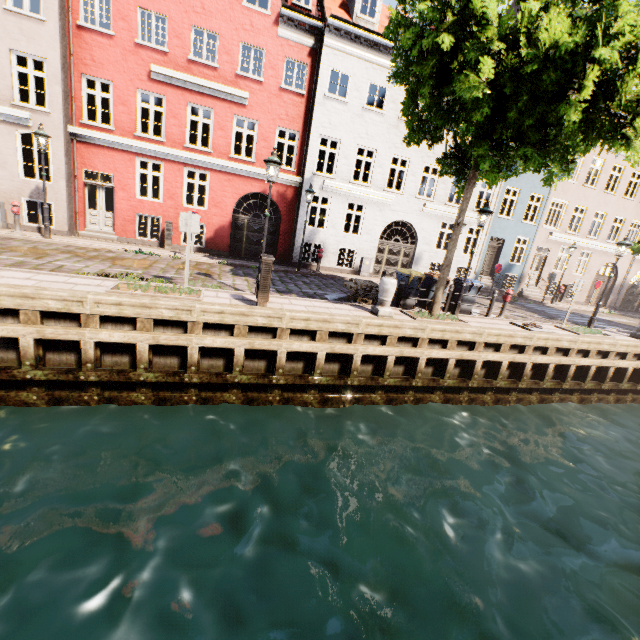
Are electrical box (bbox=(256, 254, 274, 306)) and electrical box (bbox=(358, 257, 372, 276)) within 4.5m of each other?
no

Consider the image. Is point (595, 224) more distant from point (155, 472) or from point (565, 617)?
point (155, 472)

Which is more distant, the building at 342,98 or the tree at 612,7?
the building at 342,98

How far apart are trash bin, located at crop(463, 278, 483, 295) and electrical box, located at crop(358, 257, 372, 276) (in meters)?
5.95

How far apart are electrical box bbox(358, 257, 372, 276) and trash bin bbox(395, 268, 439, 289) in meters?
6.0

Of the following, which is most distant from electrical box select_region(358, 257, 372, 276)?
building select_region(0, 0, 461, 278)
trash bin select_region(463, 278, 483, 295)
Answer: building select_region(0, 0, 461, 278)

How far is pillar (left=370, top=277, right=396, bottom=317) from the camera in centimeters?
905cm

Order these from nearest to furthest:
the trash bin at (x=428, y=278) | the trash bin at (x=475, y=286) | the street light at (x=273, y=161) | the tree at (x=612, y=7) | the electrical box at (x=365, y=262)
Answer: the tree at (x=612, y=7)
the street light at (x=273, y=161)
the trash bin at (x=428, y=278)
the trash bin at (x=475, y=286)
the electrical box at (x=365, y=262)
